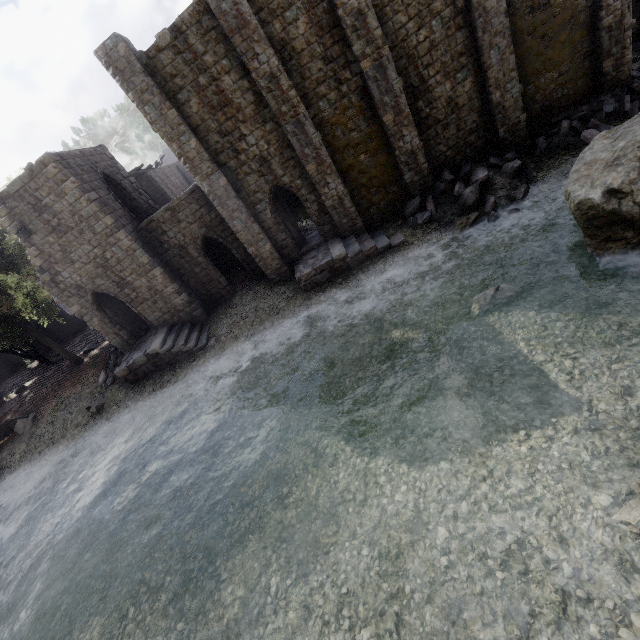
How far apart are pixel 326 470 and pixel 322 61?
16.7 meters

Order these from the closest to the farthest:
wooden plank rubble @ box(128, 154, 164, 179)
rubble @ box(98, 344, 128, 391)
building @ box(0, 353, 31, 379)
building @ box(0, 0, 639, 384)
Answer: building @ box(0, 0, 639, 384) < rubble @ box(98, 344, 128, 391) < wooden plank rubble @ box(128, 154, 164, 179) < building @ box(0, 353, 31, 379)

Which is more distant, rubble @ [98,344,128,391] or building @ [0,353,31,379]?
building @ [0,353,31,379]

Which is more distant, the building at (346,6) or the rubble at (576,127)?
the rubble at (576,127)

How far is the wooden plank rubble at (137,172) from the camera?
27.8m

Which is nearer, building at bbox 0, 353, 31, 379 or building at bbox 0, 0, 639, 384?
building at bbox 0, 0, 639, 384

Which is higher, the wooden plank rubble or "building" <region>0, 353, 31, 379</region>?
the wooden plank rubble

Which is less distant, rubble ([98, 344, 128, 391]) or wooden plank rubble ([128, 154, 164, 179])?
rubble ([98, 344, 128, 391])
